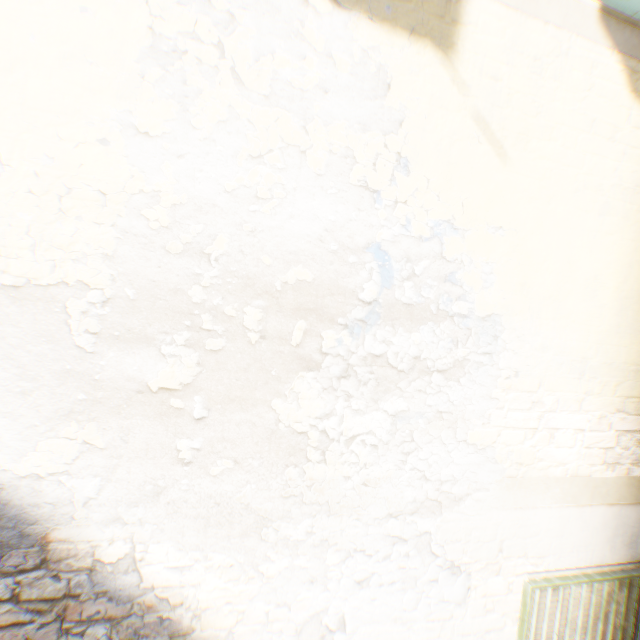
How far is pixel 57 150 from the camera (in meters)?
1.48
